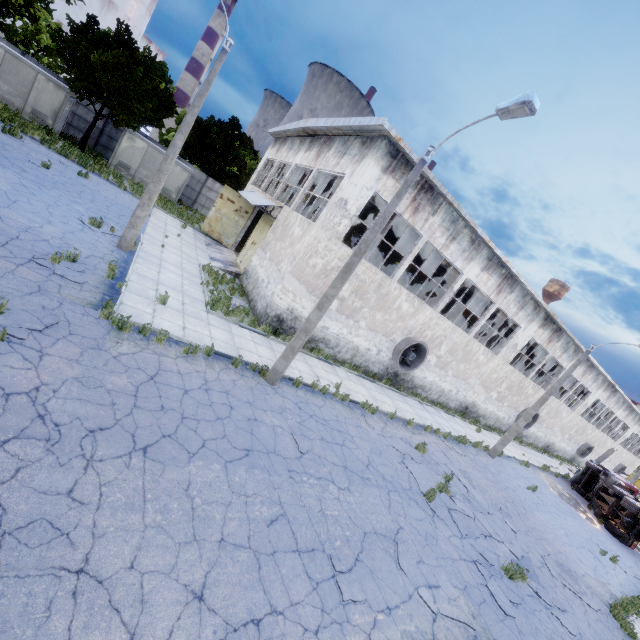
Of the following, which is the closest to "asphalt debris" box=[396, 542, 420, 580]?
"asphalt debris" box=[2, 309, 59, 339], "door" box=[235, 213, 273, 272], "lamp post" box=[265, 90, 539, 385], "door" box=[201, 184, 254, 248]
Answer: "lamp post" box=[265, 90, 539, 385]

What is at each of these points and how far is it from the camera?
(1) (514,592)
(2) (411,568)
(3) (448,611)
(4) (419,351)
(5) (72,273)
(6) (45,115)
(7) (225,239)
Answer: (1) asphalt debris, 9.10m
(2) asphalt debris, 7.48m
(3) asphalt debris, 7.02m
(4) fan, 19.83m
(5) asphalt debris, 9.49m
(6) fuse box, 22.88m
(7) door, 24.67m

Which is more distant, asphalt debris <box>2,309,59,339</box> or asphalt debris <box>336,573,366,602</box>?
asphalt debris <box>2,309,59,339</box>

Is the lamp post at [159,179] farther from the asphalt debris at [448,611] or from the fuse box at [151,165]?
the fuse box at [151,165]

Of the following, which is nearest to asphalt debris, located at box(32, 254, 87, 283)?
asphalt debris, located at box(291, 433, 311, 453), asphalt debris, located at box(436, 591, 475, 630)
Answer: asphalt debris, located at box(291, 433, 311, 453)

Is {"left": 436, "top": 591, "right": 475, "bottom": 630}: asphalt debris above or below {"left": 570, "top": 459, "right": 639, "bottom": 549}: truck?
below

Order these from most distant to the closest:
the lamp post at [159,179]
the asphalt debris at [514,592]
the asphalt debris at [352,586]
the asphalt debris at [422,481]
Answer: the lamp post at [159,179], the asphalt debris at [422,481], the asphalt debris at [514,592], the asphalt debris at [352,586]

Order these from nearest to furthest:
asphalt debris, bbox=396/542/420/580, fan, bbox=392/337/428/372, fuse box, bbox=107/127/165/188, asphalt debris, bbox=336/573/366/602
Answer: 1. asphalt debris, bbox=336/573/366/602
2. asphalt debris, bbox=396/542/420/580
3. fan, bbox=392/337/428/372
4. fuse box, bbox=107/127/165/188
